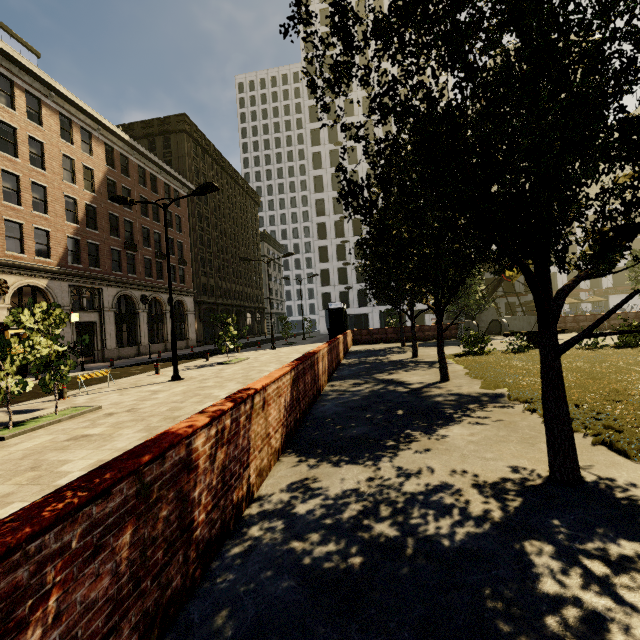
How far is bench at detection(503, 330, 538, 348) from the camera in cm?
1516

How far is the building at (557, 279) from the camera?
48.3m

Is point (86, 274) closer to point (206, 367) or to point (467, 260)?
point (206, 367)

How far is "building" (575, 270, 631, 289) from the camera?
47.4m

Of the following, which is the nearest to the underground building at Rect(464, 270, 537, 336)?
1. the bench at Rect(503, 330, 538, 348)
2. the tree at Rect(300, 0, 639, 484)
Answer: the tree at Rect(300, 0, 639, 484)

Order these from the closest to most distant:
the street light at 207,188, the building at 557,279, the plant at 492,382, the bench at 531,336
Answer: the plant at 492,382 < the street light at 207,188 < the bench at 531,336 < the building at 557,279

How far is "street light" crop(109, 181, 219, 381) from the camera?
13.2m
